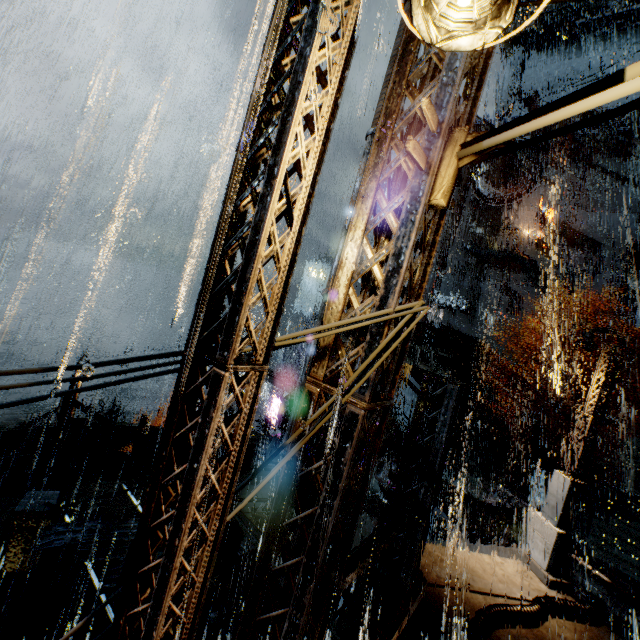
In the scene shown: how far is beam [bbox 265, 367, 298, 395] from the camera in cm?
2495

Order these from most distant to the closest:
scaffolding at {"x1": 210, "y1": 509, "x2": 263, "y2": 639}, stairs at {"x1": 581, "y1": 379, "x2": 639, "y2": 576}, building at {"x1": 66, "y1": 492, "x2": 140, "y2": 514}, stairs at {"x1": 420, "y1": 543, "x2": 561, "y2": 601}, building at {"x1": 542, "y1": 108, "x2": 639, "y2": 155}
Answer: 1. building at {"x1": 542, "y1": 108, "x2": 639, "y2": 155}
2. stairs at {"x1": 581, "y1": 379, "x2": 639, "y2": 576}
3. building at {"x1": 66, "y1": 492, "x2": 140, "y2": 514}
4. stairs at {"x1": 420, "y1": 543, "x2": 561, "y2": 601}
5. scaffolding at {"x1": 210, "y1": 509, "x2": 263, "y2": 639}

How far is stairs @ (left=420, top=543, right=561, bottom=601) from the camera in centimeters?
819cm

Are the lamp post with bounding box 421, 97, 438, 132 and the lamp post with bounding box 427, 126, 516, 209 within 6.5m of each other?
yes

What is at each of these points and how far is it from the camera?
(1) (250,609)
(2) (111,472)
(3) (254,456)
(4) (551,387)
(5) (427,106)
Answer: (1) building, 3.7 meters
(2) building, 13.8 meters
(3) building, 22.7 meters
(4) building vent, 31.3 meters
(5) lamp post, 2.9 meters

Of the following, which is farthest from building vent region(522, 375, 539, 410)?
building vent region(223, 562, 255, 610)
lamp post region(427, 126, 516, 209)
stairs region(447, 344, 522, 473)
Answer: lamp post region(427, 126, 516, 209)

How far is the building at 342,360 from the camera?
3.3m

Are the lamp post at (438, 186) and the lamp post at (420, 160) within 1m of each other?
yes
